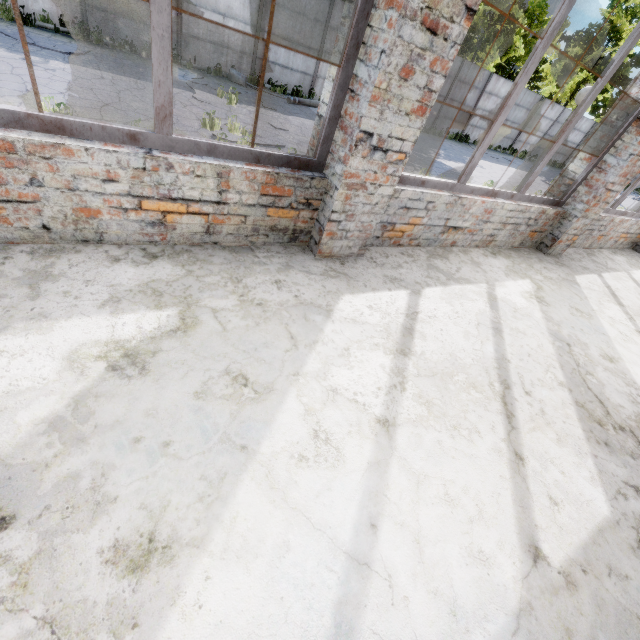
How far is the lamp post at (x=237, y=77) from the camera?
13.1 meters

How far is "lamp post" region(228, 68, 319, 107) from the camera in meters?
13.1

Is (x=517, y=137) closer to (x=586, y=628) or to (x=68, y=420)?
(x=586, y=628)

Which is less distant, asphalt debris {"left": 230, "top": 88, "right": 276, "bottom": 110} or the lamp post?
asphalt debris {"left": 230, "top": 88, "right": 276, "bottom": 110}

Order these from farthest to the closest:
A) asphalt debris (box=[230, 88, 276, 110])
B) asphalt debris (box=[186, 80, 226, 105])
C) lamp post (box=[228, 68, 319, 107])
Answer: lamp post (box=[228, 68, 319, 107]), asphalt debris (box=[230, 88, 276, 110]), asphalt debris (box=[186, 80, 226, 105])

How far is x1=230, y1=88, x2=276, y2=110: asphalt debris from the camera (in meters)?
11.73

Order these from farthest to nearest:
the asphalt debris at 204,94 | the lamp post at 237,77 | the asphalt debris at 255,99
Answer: the lamp post at 237,77
the asphalt debris at 255,99
the asphalt debris at 204,94
